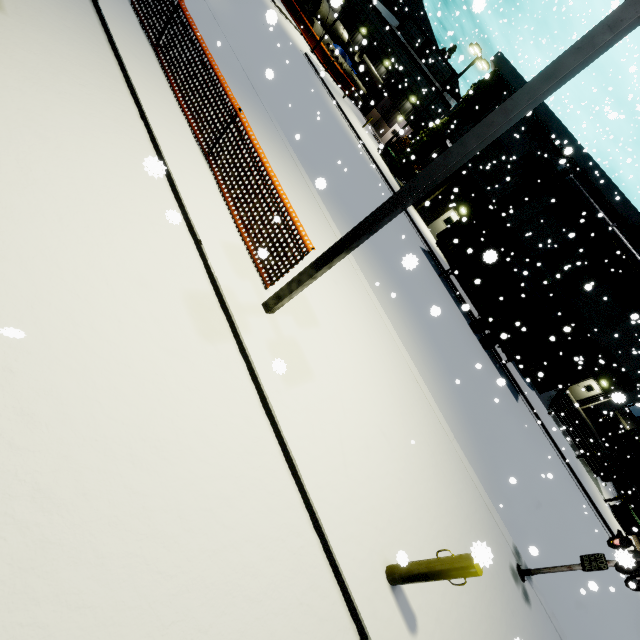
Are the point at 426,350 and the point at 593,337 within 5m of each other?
no

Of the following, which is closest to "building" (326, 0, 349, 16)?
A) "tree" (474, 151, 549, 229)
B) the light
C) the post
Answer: "tree" (474, 151, 549, 229)

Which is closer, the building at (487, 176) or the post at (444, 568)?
the post at (444, 568)

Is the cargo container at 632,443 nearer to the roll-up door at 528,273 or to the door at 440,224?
the roll-up door at 528,273

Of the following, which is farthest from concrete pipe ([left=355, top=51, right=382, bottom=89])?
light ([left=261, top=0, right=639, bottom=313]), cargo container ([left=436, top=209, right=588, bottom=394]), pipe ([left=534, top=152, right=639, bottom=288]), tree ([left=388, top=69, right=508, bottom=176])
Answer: light ([left=261, top=0, right=639, bottom=313])

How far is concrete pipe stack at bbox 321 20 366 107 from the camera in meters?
35.3

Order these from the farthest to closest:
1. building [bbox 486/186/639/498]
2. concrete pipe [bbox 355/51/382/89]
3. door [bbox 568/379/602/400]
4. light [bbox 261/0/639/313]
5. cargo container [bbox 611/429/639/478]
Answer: concrete pipe [bbox 355/51/382/89] < cargo container [bbox 611/429/639/478] < door [bbox 568/379/602/400] < building [bbox 486/186/639/498] < light [bbox 261/0/639/313]

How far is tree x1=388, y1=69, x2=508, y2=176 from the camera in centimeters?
2408cm
